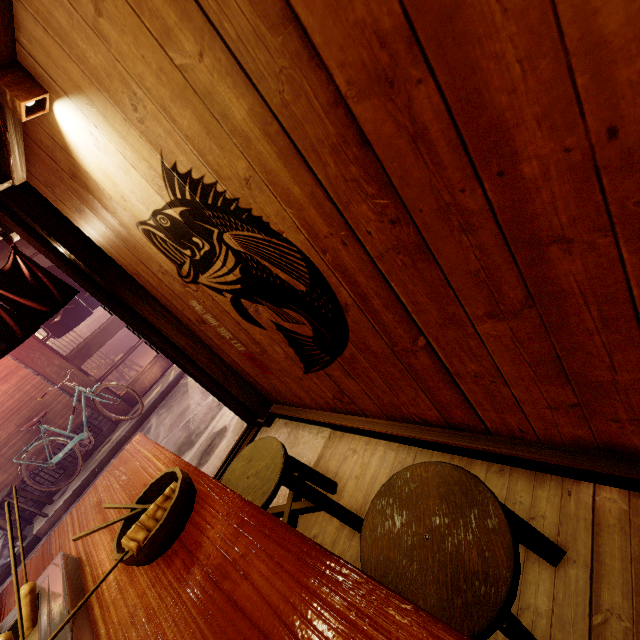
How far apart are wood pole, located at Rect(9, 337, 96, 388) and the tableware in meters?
12.3

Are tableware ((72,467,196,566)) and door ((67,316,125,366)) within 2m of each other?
no

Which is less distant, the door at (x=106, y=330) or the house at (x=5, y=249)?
the house at (x=5, y=249)

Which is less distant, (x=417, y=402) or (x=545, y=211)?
(x=545, y=211)

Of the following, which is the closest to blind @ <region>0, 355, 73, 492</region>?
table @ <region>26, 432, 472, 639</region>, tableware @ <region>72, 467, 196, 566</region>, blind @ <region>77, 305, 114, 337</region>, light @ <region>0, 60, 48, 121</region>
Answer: table @ <region>26, 432, 472, 639</region>

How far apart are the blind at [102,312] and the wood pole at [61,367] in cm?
1431

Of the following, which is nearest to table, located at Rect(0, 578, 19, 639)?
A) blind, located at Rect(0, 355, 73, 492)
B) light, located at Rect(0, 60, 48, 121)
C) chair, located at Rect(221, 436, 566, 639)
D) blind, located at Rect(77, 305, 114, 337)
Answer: chair, located at Rect(221, 436, 566, 639)

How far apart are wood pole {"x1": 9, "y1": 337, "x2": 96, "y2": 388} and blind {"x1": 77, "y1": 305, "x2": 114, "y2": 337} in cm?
1431
